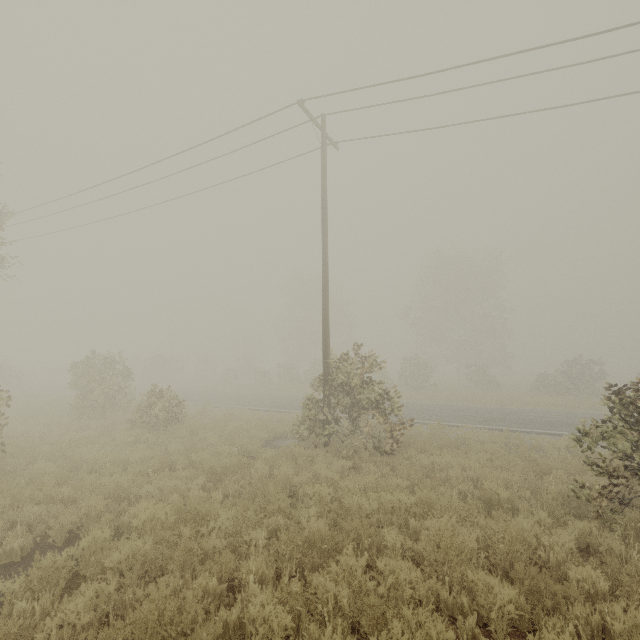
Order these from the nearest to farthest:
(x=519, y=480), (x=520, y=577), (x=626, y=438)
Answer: (x=520, y=577) < (x=626, y=438) < (x=519, y=480)

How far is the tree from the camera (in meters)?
45.49

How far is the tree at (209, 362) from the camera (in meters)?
45.49
